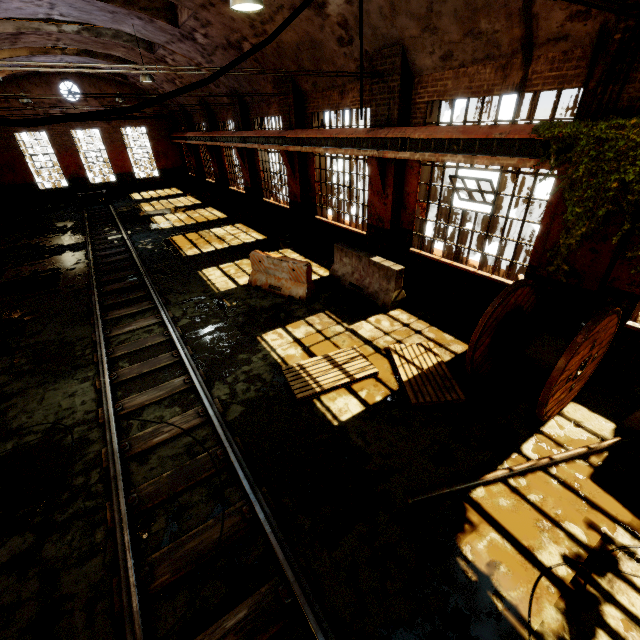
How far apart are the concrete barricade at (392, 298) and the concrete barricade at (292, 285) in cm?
83

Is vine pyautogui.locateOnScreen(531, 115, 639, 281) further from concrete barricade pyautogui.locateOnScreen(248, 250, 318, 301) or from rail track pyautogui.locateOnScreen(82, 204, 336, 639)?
rail track pyautogui.locateOnScreen(82, 204, 336, 639)

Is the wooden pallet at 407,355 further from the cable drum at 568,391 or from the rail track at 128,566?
the rail track at 128,566

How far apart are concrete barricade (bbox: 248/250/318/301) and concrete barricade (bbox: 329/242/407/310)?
0.8 meters

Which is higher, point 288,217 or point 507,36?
point 507,36

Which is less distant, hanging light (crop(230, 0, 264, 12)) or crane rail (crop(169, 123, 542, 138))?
hanging light (crop(230, 0, 264, 12))

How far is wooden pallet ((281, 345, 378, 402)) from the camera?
5.82m

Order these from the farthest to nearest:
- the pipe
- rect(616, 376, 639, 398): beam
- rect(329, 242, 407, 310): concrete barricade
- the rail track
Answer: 1. rect(329, 242, 407, 310): concrete barricade
2. rect(616, 376, 639, 398): beam
3. the pipe
4. the rail track
